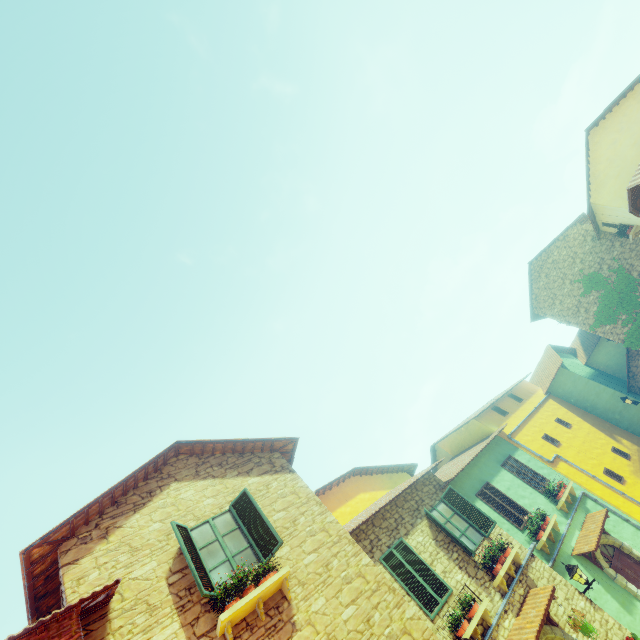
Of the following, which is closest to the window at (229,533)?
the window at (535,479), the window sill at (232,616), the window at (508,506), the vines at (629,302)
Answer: the window sill at (232,616)

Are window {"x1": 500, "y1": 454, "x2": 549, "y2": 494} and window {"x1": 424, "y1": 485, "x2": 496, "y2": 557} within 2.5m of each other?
no

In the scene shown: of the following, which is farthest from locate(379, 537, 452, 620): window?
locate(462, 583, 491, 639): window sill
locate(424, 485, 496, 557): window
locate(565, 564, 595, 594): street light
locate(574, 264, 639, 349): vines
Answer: locate(574, 264, 639, 349): vines

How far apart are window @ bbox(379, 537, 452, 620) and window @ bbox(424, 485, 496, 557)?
1.1 meters

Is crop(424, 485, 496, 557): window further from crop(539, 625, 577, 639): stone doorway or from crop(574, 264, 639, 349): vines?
crop(574, 264, 639, 349): vines

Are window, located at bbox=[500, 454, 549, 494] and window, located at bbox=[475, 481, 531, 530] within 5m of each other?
yes

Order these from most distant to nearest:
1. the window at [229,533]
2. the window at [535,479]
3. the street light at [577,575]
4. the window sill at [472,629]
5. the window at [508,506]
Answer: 1. the window at [535,479]
2. the window at [508,506]
3. the street light at [577,575]
4. the window sill at [472,629]
5. the window at [229,533]

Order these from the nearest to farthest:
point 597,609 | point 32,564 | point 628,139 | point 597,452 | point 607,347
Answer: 1. point 32,564
2. point 597,609
3. point 628,139
4. point 597,452
5. point 607,347
